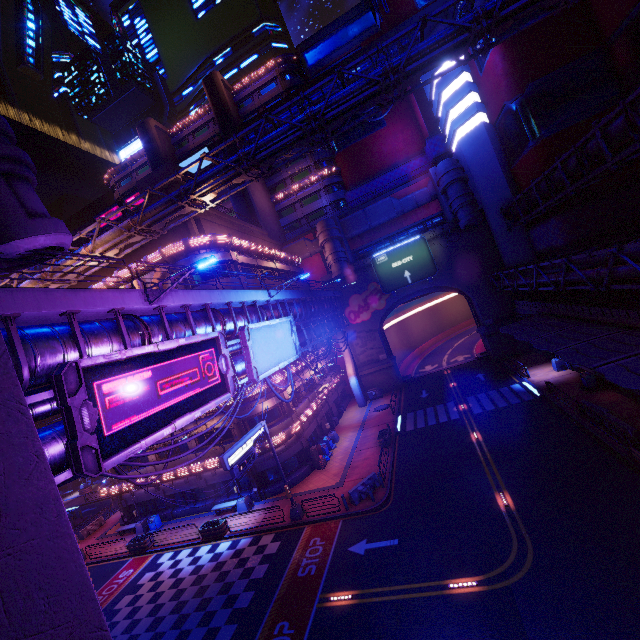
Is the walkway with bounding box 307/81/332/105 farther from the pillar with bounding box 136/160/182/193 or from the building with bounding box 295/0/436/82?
the pillar with bounding box 136/160/182/193

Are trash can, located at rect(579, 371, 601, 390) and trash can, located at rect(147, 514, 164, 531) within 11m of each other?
no

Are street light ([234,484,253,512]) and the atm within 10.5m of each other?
yes

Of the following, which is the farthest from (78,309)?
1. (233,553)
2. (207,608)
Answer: (233,553)

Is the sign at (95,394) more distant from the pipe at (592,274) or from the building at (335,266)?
the building at (335,266)

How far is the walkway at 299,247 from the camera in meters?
48.1

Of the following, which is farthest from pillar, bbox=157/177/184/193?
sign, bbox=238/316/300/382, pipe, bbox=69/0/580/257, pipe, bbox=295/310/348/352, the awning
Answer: the awning

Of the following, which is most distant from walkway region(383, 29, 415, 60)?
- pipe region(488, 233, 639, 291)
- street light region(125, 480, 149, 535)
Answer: street light region(125, 480, 149, 535)
